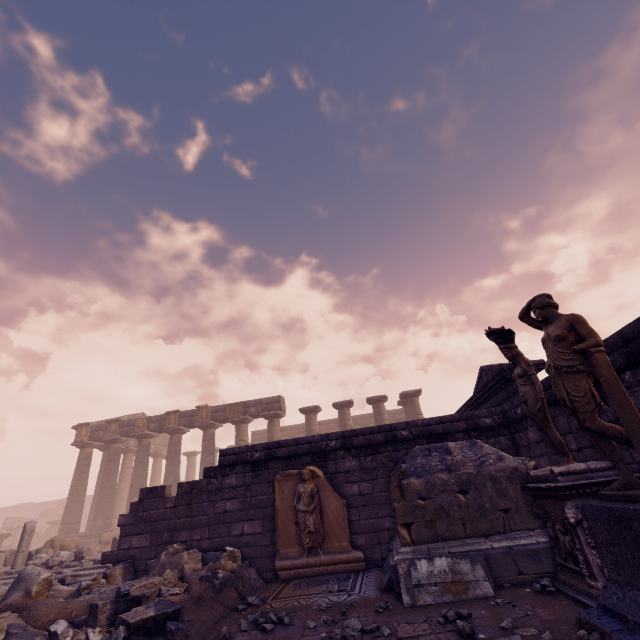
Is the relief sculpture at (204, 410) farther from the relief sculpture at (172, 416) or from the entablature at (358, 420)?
the relief sculpture at (172, 416)

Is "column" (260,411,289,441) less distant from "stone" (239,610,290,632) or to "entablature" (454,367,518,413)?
"entablature" (454,367,518,413)

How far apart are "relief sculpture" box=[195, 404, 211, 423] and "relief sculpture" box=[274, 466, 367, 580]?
15.2 meters

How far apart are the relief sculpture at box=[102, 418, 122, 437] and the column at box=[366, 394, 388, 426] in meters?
16.9

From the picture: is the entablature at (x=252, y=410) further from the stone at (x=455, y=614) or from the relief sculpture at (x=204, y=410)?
the stone at (x=455, y=614)

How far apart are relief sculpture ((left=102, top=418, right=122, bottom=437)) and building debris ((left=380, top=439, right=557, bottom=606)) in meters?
21.7

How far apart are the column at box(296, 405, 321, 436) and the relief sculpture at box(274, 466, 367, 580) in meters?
12.6 m

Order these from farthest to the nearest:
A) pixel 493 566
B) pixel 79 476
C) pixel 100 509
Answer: pixel 79 476 → pixel 100 509 → pixel 493 566
